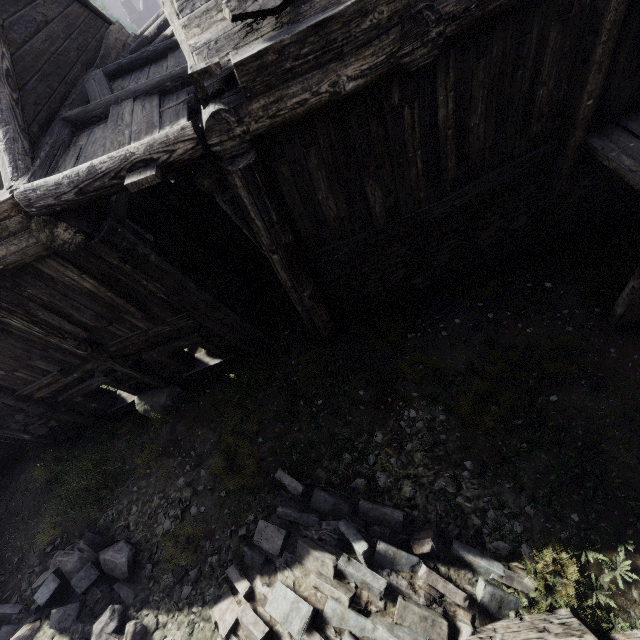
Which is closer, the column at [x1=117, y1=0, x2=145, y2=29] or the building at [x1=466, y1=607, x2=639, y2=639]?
the building at [x1=466, y1=607, x2=639, y2=639]

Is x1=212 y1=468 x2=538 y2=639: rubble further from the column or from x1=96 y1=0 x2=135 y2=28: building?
the column

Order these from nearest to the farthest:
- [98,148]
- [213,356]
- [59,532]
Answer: [98,148]
[59,532]
[213,356]

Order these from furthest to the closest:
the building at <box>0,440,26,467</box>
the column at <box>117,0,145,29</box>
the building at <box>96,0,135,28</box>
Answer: the building at <box>96,0,135,28</box> → the column at <box>117,0,145,29</box> → the building at <box>0,440,26,467</box>

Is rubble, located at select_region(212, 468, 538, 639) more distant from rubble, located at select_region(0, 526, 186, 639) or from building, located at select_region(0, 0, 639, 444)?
building, located at select_region(0, 0, 639, 444)

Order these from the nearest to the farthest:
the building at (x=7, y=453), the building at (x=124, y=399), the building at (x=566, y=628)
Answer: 1. the building at (x=566, y=628)
2. the building at (x=124, y=399)
3. the building at (x=7, y=453)

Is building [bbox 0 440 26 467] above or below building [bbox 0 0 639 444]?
below

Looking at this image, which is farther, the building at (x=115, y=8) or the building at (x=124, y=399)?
the building at (x=115, y=8)
